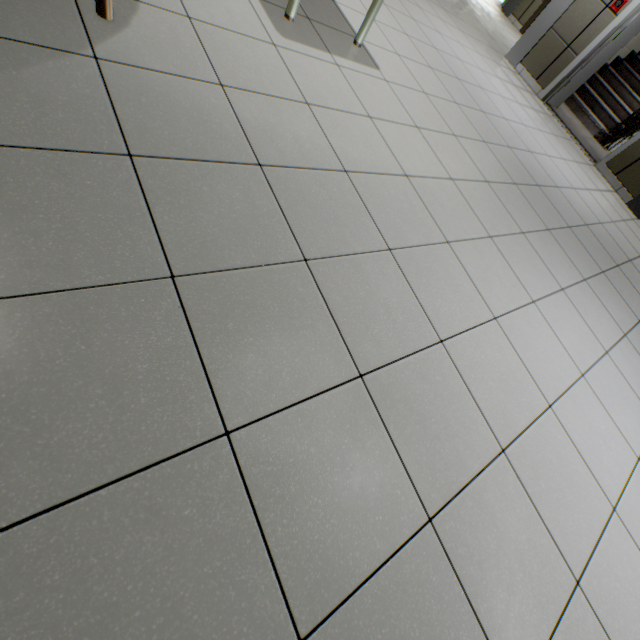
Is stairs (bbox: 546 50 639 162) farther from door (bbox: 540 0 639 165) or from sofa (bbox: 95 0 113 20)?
sofa (bbox: 95 0 113 20)

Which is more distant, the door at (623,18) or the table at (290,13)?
the door at (623,18)

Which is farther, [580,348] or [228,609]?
[580,348]

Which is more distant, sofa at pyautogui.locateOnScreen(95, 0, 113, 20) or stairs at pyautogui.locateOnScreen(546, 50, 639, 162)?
stairs at pyautogui.locateOnScreen(546, 50, 639, 162)

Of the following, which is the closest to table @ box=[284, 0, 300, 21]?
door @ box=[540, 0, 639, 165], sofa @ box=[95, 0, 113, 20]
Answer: sofa @ box=[95, 0, 113, 20]

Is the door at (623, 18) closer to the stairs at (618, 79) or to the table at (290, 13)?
the stairs at (618, 79)

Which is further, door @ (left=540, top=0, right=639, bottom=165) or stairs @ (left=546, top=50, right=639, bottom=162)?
stairs @ (left=546, top=50, right=639, bottom=162)
